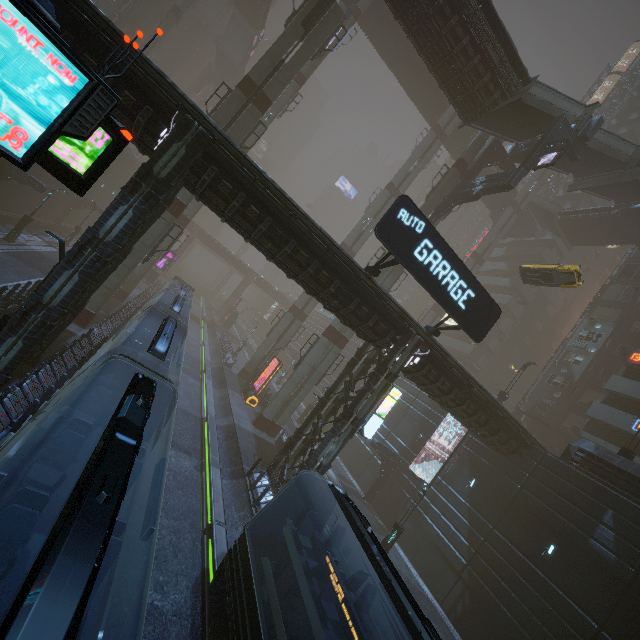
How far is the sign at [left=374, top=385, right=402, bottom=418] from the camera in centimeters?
1741cm

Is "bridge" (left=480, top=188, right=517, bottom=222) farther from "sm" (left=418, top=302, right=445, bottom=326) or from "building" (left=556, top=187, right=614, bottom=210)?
"building" (left=556, top=187, right=614, bottom=210)

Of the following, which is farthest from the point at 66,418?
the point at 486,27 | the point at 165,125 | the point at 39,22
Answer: the point at 486,27

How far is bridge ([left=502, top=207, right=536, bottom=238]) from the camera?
46.4m

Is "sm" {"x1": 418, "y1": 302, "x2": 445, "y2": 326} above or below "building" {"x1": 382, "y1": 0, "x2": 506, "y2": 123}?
below

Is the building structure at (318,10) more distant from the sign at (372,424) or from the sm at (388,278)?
the sign at (372,424)

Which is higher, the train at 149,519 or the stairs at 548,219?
the stairs at 548,219

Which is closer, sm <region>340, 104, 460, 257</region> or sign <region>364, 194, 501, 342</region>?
sign <region>364, 194, 501, 342</region>
